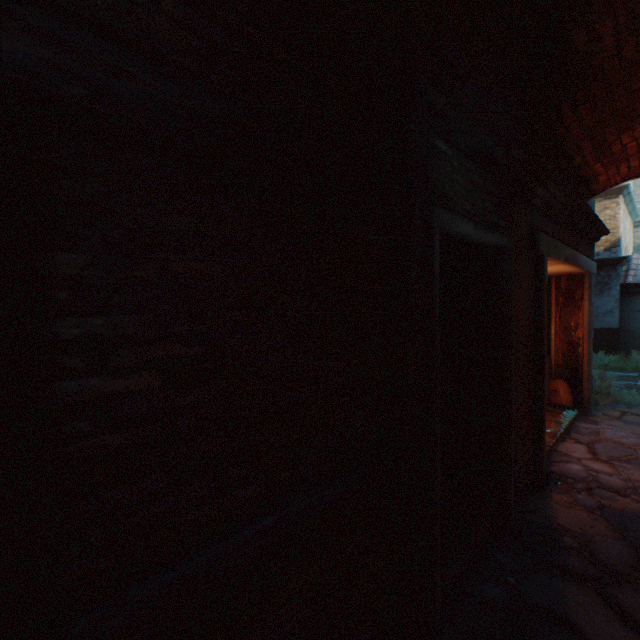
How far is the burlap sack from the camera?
6.63m

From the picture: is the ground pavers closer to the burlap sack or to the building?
the building

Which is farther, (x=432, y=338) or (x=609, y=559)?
(x=609, y=559)

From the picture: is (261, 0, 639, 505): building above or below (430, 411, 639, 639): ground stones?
above

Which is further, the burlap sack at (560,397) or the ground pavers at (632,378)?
the ground pavers at (632,378)

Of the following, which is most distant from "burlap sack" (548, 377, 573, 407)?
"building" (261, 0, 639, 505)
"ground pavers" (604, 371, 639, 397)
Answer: "ground pavers" (604, 371, 639, 397)

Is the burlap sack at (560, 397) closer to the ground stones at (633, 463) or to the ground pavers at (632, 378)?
the ground stones at (633, 463)

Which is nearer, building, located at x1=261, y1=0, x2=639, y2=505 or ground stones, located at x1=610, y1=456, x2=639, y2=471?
building, located at x1=261, y1=0, x2=639, y2=505
